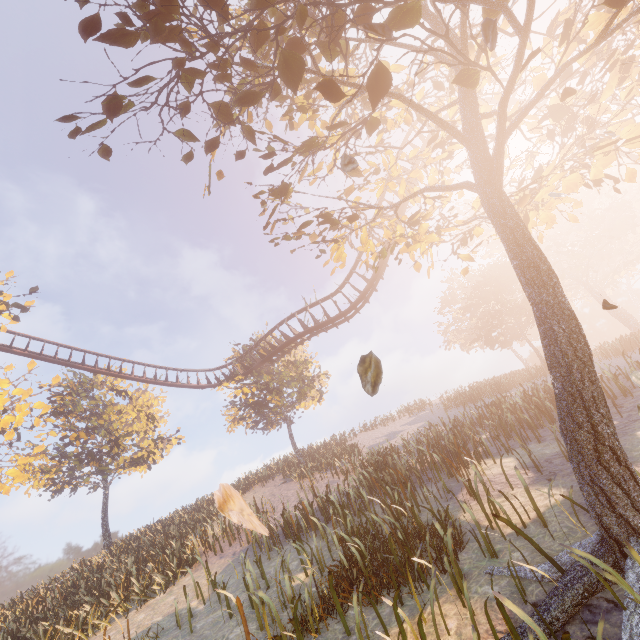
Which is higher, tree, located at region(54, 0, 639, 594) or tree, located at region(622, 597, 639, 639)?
tree, located at region(54, 0, 639, 594)

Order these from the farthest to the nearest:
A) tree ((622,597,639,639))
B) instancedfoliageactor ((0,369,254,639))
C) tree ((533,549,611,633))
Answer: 1. instancedfoliageactor ((0,369,254,639))
2. tree ((533,549,611,633))
3. tree ((622,597,639,639))

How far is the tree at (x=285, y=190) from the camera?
6.89m

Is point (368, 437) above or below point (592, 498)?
above

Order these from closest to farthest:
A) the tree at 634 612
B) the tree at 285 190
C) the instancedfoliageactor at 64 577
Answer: the tree at 634 612 → the tree at 285 190 → the instancedfoliageactor at 64 577

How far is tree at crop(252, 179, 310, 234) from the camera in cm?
689

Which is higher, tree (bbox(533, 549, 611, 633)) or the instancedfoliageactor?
the instancedfoliageactor
